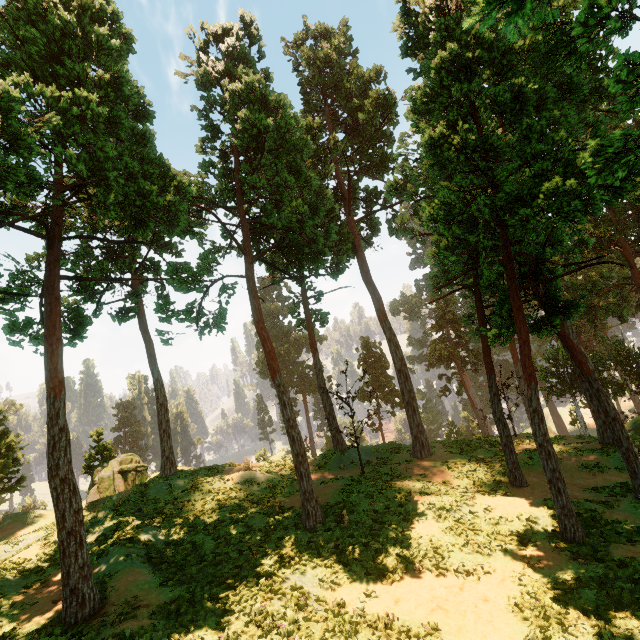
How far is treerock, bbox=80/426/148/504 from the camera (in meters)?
27.16

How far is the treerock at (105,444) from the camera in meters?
27.2

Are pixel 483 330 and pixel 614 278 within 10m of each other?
no

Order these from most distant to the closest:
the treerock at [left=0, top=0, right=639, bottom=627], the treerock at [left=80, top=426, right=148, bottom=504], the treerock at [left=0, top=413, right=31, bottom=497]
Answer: the treerock at [left=0, top=413, right=31, bottom=497] < the treerock at [left=80, top=426, right=148, bottom=504] < the treerock at [left=0, top=0, right=639, bottom=627]

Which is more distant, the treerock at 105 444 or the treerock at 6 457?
the treerock at 6 457

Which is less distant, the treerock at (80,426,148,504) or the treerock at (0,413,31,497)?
the treerock at (80,426,148,504)
